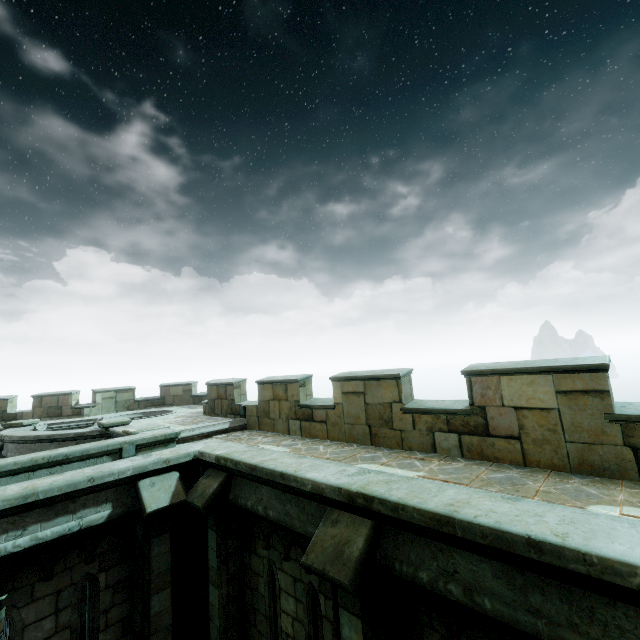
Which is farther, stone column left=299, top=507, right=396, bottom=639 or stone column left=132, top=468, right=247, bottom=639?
stone column left=132, top=468, right=247, bottom=639

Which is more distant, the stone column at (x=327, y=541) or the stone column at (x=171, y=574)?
the stone column at (x=171, y=574)

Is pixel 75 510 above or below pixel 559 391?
below
